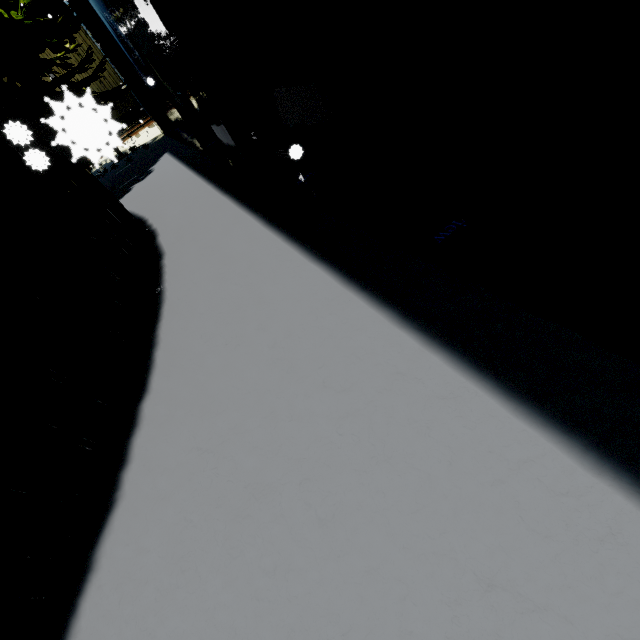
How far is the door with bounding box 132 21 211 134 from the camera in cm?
757

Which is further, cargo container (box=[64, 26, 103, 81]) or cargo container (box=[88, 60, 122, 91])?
cargo container (box=[88, 60, 122, 91])

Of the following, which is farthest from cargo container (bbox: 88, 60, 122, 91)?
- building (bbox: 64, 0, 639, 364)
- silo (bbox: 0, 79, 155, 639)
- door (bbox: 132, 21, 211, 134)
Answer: silo (bbox: 0, 79, 155, 639)

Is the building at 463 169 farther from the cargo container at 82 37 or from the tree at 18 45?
→ the cargo container at 82 37

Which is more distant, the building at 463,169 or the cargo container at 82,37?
the cargo container at 82,37

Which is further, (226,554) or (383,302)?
(383,302)

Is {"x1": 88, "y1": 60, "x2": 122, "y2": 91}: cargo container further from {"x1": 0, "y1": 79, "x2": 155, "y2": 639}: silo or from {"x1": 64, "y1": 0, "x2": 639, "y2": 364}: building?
{"x1": 0, "y1": 79, "x2": 155, "y2": 639}: silo
